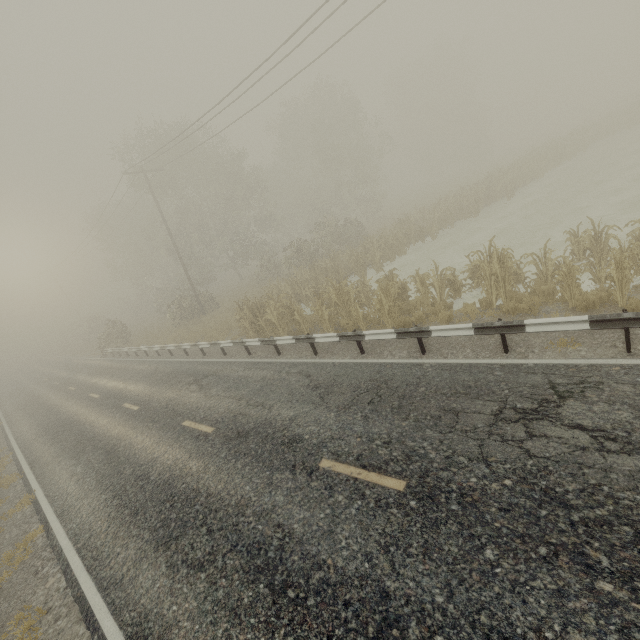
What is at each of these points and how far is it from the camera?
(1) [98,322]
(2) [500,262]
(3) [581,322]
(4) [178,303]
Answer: (1) tree, 42.1m
(2) tree, 9.1m
(3) guardrail, 6.0m
(4) tree, 30.8m

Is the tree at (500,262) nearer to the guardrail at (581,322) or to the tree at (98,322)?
the guardrail at (581,322)

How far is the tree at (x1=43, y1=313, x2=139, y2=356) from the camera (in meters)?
28.62

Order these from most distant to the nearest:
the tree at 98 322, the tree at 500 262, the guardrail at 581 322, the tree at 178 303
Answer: the tree at 178 303 < the tree at 98 322 < the tree at 500 262 < the guardrail at 581 322

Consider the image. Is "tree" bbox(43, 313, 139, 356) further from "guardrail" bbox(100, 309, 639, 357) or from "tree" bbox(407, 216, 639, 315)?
"tree" bbox(407, 216, 639, 315)

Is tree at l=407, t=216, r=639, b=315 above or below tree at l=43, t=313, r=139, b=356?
below
